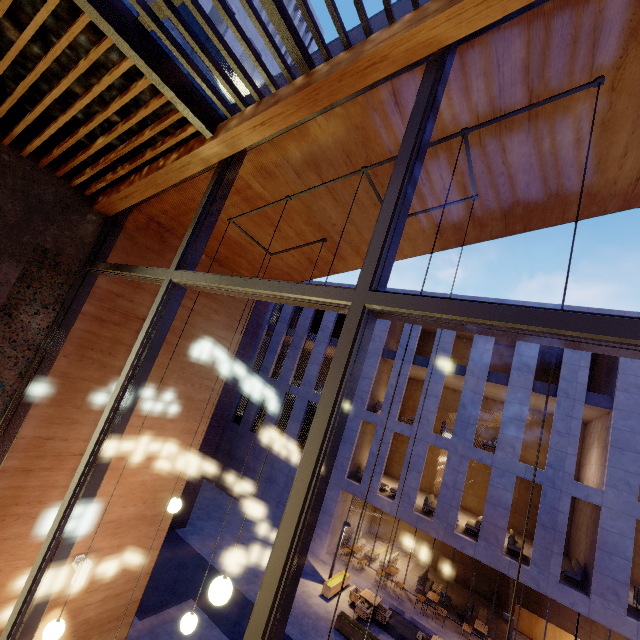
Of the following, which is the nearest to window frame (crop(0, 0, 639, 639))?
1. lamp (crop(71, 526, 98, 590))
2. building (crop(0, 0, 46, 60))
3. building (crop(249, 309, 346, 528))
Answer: building (crop(0, 0, 46, 60))

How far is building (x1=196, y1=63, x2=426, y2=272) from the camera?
2.90m

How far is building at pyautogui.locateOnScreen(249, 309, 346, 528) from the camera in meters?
20.1

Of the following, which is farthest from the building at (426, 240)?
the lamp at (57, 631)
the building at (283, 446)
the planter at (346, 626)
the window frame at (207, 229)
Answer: the building at (283, 446)

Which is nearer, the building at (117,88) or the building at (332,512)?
the building at (117,88)

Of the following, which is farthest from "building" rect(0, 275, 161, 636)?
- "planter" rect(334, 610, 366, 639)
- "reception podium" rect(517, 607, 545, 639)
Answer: "reception podium" rect(517, 607, 545, 639)

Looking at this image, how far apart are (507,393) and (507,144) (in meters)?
15.70

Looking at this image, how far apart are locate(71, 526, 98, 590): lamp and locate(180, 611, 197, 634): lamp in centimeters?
169cm
